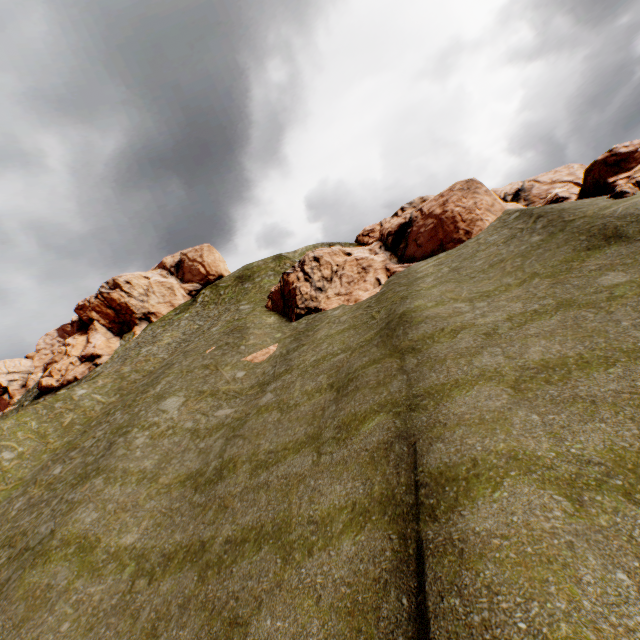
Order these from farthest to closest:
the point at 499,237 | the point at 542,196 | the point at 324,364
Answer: the point at 542,196 < the point at 499,237 < the point at 324,364

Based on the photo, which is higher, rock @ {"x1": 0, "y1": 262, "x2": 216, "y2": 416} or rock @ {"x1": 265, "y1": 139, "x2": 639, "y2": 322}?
rock @ {"x1": 0, "y1": 262, "x2": 216, "y2": 416}

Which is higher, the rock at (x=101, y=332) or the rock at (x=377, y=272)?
the rock at (x=101, y=332)

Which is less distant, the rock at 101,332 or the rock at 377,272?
the rock at 377,272

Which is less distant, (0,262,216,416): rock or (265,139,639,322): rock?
Result: (265,139,639,322): rock
